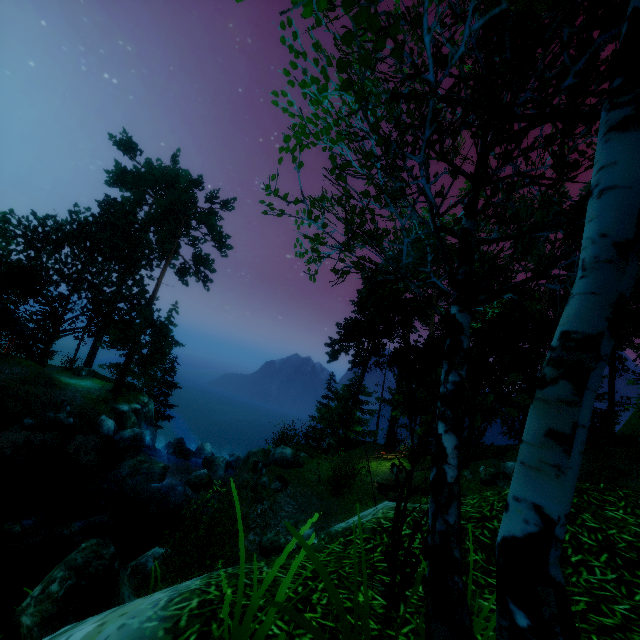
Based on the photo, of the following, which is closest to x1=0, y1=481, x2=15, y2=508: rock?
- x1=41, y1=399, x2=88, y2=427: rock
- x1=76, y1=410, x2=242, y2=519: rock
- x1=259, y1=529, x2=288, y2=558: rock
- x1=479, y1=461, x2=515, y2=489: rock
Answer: x1=76, y1=410, x2=242, y2=519: rock

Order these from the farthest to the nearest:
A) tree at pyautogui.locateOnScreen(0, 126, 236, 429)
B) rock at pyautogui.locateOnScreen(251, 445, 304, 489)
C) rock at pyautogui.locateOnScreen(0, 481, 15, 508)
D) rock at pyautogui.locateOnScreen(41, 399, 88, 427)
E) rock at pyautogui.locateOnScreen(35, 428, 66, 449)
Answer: tree at pyautogui.locateOnScreen(0, 126, 236, 429), rock at pyautogui.locateOnScreen(41, 399, 88, 427), rock at pyautogui.locateOnScreen(35, 428, 66, 449), rock at pyautogui.locateOnScreen(251, 445, 304, 489), rock at pyautogui.locateOnScreen(0, 481, 15, 508)

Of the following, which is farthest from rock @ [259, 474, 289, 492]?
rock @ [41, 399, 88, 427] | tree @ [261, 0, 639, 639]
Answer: rock @ [41, 399, 88, 427]

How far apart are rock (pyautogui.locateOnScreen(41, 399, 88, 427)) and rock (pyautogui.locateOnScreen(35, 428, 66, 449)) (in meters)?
0.37

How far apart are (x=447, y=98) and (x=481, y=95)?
0.7 meters

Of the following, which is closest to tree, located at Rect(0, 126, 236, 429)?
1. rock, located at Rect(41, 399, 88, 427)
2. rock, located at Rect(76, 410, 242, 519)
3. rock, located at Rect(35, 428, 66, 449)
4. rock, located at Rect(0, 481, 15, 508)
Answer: rock, located at Rect(41, 399, 88, 427)

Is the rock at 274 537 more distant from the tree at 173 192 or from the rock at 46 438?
the rock at 46 438

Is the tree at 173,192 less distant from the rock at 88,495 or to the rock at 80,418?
the rock at 80,418
